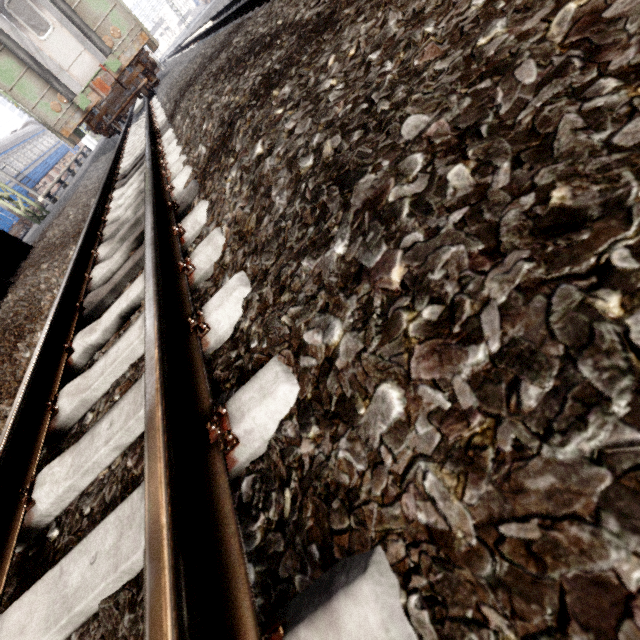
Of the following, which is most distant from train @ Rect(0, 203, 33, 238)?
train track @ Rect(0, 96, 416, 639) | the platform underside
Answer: the platform underside

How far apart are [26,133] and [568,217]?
37.7m

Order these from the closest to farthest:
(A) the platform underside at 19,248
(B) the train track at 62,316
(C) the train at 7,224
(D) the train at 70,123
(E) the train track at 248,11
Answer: (B) the train track at 62,316 → (A) the platform underside at 19,248 → (E) the train track at 248,11 → (D) the train at 70,123 → (C) the train at 7,224

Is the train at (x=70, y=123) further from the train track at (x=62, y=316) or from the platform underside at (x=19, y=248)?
the platform underside at (x=19, y=248)

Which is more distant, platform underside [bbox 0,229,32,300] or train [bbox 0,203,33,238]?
train [bbox 0,203,33,238]

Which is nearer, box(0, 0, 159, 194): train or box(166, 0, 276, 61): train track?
box(166, 0, 276, 61): train track

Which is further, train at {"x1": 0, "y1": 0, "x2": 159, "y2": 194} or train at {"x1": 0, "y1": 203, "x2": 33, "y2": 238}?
train at {"x1": 0, "y1": 203, "x2": 33, "y2": 238}

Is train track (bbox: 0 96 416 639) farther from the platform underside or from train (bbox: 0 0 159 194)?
the platform underside
